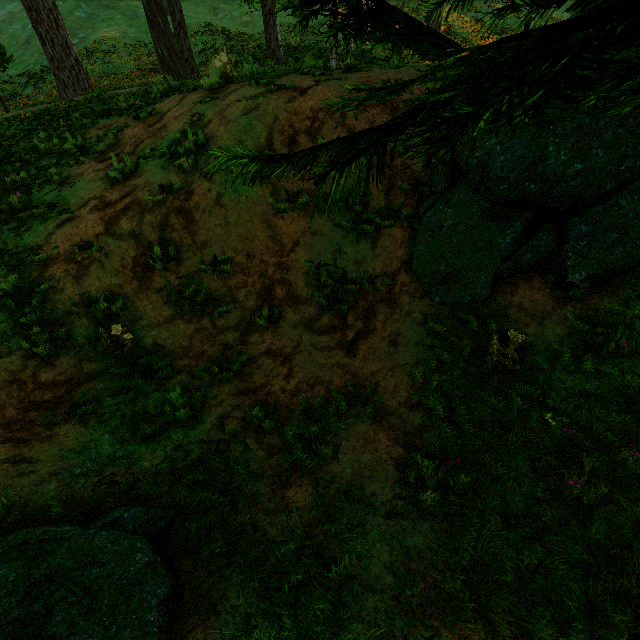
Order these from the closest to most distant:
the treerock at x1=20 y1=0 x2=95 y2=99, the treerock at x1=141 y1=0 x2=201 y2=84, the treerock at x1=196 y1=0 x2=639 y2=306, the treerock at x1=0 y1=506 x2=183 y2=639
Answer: the treerock at x1=196 y1=0 x2=639 y2=306 < the treerock at x1=0 y1=506 x2=183 y2=639 < the treerock at x1=141 y1=0 x2=201 y2=84 < the treerock at x1=20 y1=0 x2=95 y2=99

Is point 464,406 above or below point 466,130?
below

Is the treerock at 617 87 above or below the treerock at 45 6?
below

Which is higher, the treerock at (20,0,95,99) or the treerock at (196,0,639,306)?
the treerock at (20,0,95,99)

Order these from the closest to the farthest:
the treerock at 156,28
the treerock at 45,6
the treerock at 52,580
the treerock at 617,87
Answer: the treerock at 617,87 → the treerock at 52,580 → the treerock at 156,28 → the treerock at 45,6

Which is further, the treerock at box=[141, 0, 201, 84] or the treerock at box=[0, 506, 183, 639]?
the treerock at box=[141, 0, 201, 84]
